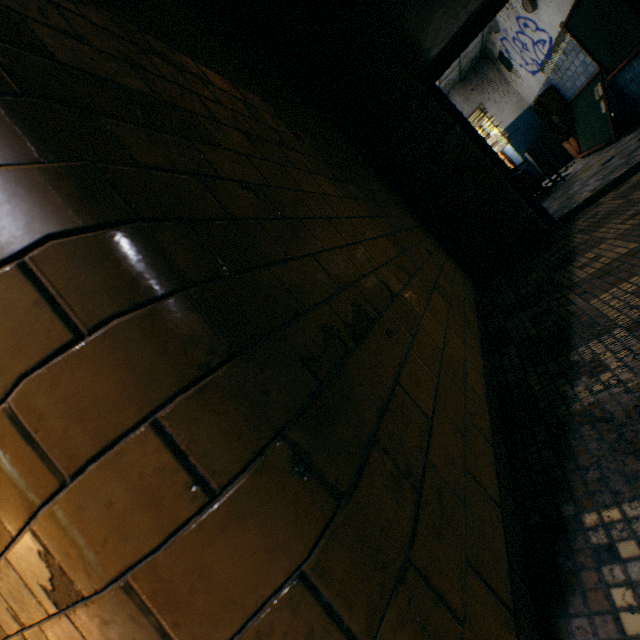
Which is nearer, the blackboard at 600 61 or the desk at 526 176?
the blackboard at 600 61

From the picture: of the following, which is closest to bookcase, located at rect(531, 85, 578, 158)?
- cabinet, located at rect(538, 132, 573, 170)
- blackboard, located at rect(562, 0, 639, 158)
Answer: blackboard, located at rect(562, 0, 639, 158)

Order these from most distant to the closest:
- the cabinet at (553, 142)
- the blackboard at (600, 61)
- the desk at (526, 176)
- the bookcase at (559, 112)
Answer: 1. the cabinet at (553, 142)
2. the bookcase at (559, 112)
3. the desk at (526, 176)
4. the blackboard at (600, 61)

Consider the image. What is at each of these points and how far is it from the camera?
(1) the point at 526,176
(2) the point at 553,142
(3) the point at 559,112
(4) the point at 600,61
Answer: (1) desk, 6.1m
(2) cabinet, 9.0m
(3) bookcase, 7.6m
(4) blackboard, 5.6m

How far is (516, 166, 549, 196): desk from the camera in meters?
6.1

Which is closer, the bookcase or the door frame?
the door frame

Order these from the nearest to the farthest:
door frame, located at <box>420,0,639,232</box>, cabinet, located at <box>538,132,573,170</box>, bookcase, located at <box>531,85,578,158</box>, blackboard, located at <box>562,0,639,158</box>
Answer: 1. door frame, located at <box>420,0,639,232</box>
2. blackboard, located at <box>562,0,639,158</box>
3. bookcase, located at <box>531,85,578,158</box>
4. cabinet, located at <box>538,132,573,170</box>

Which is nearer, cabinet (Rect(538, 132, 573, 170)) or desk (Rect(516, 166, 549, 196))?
desk (Rect(516, 166, 549, 196))
